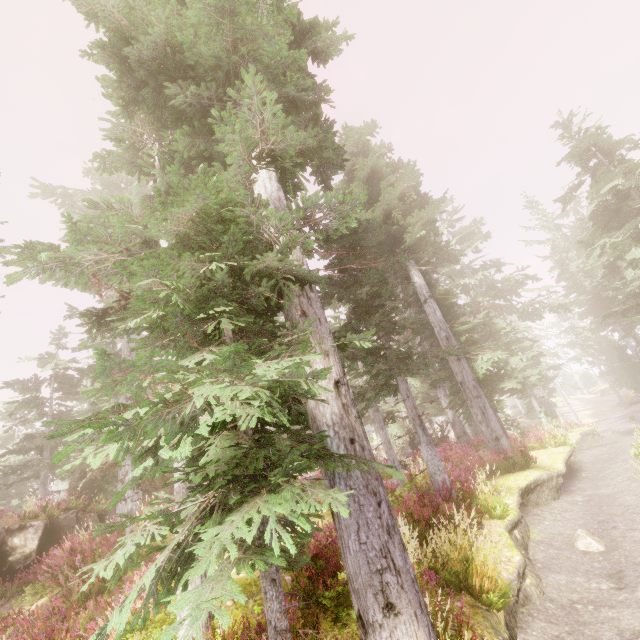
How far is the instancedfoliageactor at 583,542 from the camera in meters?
7.6 m

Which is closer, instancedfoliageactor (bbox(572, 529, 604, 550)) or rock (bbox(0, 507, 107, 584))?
instancedfoliageactor (bbox(572, 529, 604, 550))

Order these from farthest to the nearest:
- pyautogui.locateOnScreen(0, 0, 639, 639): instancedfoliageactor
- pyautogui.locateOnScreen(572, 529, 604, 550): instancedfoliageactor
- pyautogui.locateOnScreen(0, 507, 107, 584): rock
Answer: pyautogui.locateOnScreen(0, 507, 107, 584): rock < pyautogui.locateOnScreen(572, 529, 604, 550): instancedfoliageactor < pyautogui.locateOnScreen(0, 0, 639, 639): instancedfoliageactor

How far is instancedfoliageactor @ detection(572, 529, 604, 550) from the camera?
7.6m

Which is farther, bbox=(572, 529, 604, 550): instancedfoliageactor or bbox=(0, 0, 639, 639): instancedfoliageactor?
bbox=(572, 529, 604, 550): instancedfoliageactor

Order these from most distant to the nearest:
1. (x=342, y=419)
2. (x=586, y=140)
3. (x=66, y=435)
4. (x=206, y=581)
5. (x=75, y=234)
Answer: (x=66, y=435) → (x=586, y=140) → (x=75, y=234) → (x=342, y=419) → (x=206, y=581)

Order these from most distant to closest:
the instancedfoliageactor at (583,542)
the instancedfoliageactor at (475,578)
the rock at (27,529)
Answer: the rock at (27,529)
the instancedfoliageactor at (583,542)
the instancedfoliageactor at (475,578)
